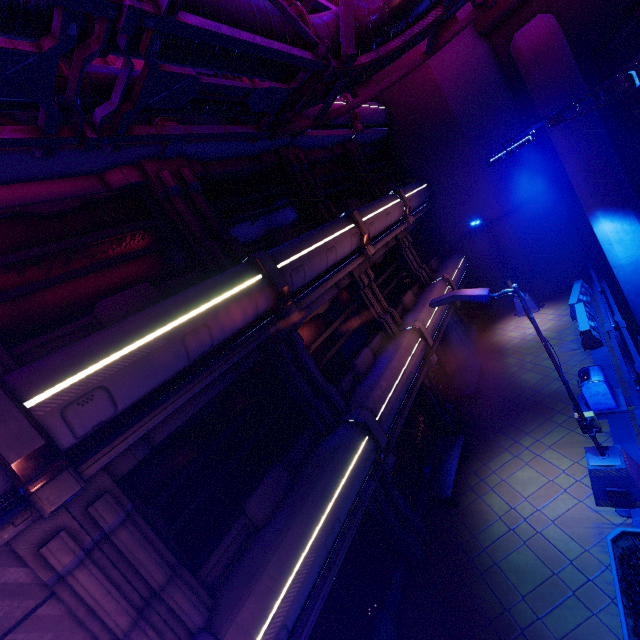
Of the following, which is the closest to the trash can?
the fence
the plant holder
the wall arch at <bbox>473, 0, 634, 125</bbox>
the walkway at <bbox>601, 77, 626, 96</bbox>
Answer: the fence

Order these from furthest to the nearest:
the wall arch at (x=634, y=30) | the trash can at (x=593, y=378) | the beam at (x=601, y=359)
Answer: the wall arch at (x=634, y=30)
the beam at (x=601, y=359)
the trash can at (x=593, y=378)

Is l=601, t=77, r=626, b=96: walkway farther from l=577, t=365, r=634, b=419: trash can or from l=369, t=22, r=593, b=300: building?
l=577, t=365, r=634, b=419: trash can

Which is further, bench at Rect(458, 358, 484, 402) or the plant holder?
bench at Rect(458, 358, 484, 402)

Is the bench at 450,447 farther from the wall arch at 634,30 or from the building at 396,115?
the wall arch at 634,30

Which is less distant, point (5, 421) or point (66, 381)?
point (5, 421)

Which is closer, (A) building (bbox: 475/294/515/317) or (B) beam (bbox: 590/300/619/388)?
(B) beam (bbox: 590/300/619/388)

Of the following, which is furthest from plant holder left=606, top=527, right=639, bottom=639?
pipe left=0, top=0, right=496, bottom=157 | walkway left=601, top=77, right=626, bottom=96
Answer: pipe left=0, top=0, right=496, bottom=157
